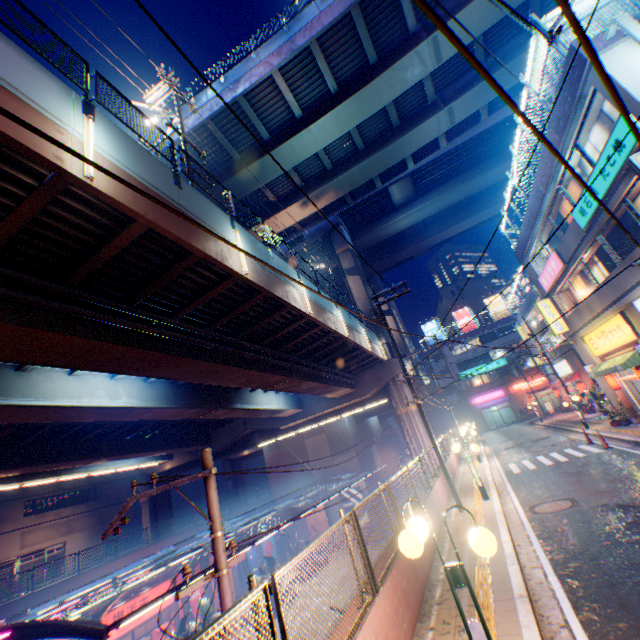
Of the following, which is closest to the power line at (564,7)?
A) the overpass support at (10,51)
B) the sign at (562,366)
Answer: the overpass support at (10,51)

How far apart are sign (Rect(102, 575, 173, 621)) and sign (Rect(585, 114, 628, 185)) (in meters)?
34.33

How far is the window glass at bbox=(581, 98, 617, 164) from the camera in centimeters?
1102cm

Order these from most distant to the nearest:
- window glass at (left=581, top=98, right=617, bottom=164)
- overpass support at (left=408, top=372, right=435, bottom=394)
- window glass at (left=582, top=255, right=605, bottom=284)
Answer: overpass support at (left=408, top=372, right=435, bottom=394) → window glass at (left=582, top=255, right=605, bottom=284) → window glass at (left=581, top=98, right=617, bottom=164)

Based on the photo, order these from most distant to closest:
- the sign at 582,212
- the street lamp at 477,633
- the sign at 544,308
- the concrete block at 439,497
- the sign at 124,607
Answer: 1. the sign at 544,308
2. the sign at 124,607
3. the sign at 582,212
4. the concrete block at 439,497
5. the street lamp at 477,633

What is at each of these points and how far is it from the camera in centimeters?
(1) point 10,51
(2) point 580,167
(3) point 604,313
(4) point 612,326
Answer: (1) overpass support, 600cm
(2) window glass, 1370cm
(3) building, 1583cm
(4) sign, 1591cm

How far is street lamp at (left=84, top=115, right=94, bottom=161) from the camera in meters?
6.6

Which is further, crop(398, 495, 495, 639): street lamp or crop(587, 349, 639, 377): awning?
crop(587, 349, 639, 377): awning
